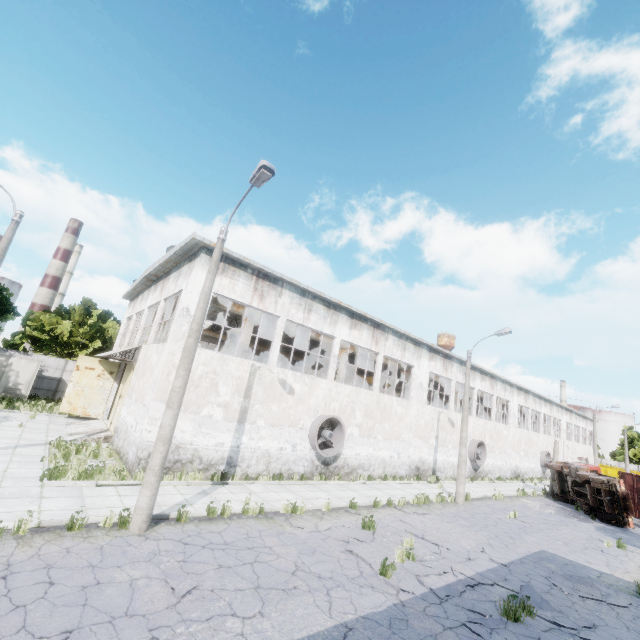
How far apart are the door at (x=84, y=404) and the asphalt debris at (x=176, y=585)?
18.8 meters

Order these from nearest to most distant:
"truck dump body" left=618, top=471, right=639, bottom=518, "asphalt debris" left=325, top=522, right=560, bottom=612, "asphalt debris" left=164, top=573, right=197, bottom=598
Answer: "asphalt debris" left=164, top=573, right=197, bottom=598 < "asphalt debris" left=325, top=522, right=560, bottom=612 < "truck dump body" left=618, top=471, right=639, bottom=518

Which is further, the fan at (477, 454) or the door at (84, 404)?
the fan at (477, 454)

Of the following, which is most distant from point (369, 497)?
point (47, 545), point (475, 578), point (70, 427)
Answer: point (70, 427)

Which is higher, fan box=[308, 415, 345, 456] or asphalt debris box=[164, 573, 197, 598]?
fan box=[308, 415, 345, 456]

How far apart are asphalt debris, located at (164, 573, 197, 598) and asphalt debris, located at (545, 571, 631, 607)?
10.4m

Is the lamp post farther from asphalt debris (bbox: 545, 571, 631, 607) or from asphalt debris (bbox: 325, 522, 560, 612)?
asphalt debris (bbox: 545, 571, 631, 607)

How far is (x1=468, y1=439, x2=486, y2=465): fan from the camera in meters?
27.6
